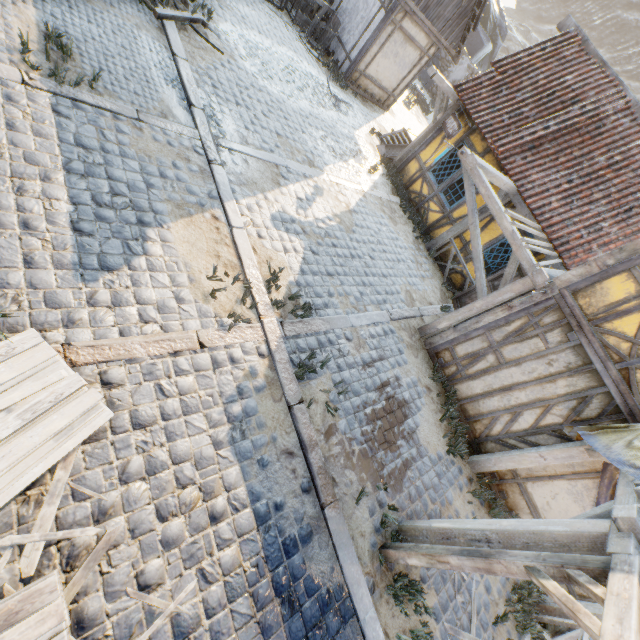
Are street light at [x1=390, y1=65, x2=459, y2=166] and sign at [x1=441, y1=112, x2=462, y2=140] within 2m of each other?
yes

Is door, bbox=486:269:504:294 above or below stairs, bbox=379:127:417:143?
above

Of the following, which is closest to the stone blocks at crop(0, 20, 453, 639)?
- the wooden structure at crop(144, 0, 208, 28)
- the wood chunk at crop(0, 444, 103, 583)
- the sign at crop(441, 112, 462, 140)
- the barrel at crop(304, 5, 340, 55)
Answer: the wooden structure at crop(144, 0, 208, 28)

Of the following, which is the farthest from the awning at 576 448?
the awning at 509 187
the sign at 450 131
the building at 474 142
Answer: the sign at 450 131

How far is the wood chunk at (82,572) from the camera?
2.7m

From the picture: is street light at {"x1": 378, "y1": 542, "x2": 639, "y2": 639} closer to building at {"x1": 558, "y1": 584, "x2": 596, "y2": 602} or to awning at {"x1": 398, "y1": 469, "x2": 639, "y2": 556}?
awning at {"x1": 398, "y1": 469, "x2": 639, "y2": 556}

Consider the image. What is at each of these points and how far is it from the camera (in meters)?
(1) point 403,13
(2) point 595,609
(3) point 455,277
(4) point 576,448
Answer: (1) building, 10.91
(2) awning, 5.63
(3) building, 10.30
(4) awning, 5.57

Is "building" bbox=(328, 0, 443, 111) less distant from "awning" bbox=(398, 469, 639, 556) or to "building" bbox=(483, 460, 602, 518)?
"building" bbox=(483, 460, 602, 518)
